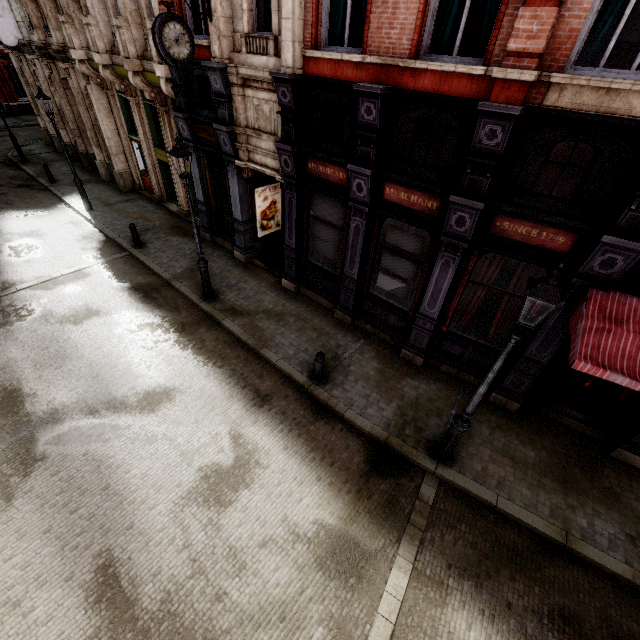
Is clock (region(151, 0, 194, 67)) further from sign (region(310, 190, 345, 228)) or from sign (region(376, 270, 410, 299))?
sign (region(376, 270, 410, 299))

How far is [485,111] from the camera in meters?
5.2

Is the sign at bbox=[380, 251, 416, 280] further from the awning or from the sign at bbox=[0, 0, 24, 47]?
the sign at bbox=[0, 0, 24, 47]

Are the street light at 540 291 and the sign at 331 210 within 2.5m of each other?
no

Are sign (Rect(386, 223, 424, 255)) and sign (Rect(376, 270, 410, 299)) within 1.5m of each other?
yes

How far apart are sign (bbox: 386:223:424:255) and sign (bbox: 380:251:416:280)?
0.29m

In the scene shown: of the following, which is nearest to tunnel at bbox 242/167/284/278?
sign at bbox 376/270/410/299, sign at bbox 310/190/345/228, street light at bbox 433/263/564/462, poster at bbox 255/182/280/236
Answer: poster at bbox 255/182/280/236

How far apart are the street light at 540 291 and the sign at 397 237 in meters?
3.5 m
